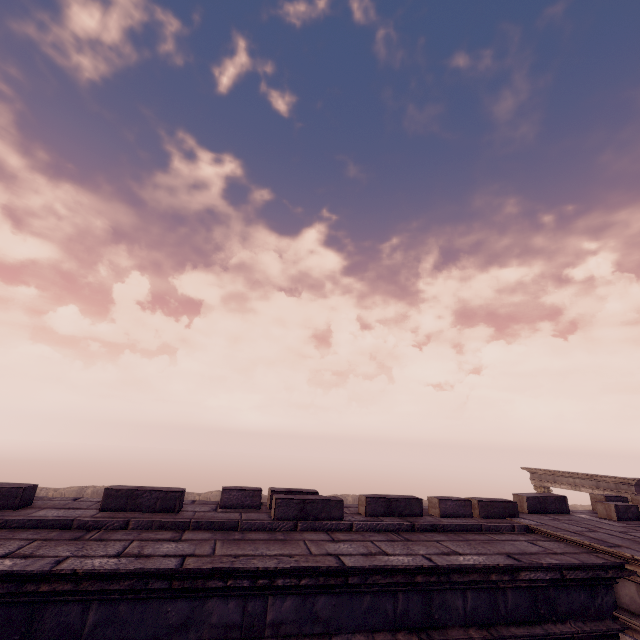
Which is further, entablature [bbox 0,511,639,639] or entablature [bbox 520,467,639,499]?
entablature [bbox 520,467,639,499]

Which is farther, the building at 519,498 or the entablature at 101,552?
the building at 519,498

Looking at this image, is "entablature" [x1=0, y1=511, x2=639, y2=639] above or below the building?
below

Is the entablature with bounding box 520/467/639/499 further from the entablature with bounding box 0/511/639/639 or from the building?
the entablature with bounding box 0/511/639/639

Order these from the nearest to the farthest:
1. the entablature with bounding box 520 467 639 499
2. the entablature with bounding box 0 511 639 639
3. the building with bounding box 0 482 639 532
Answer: the entablature with bounding box 0 511 639 639
the building with bounding box 0 482 639 532
the entablature with bounding box 520 467 639 499

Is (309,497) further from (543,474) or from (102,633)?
(543,474)

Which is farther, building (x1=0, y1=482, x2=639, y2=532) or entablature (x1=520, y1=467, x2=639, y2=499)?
entablature (x1=520, y1=467, x2=639, y2=499)

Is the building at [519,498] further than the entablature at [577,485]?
No
